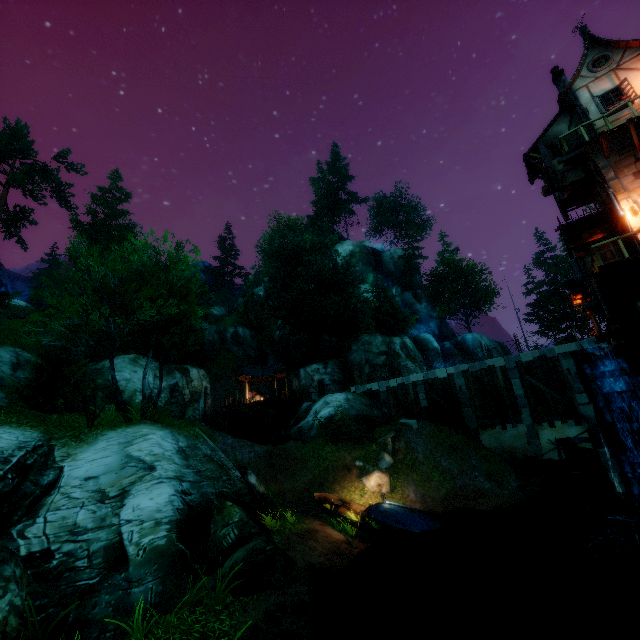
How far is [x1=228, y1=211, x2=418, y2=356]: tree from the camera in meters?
35.7

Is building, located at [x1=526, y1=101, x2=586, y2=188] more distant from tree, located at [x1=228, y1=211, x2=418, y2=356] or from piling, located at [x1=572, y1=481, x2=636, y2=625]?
tree, located at [x1=228, y1=211, x2=418, y2=356]

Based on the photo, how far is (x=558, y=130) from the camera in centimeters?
1667cm

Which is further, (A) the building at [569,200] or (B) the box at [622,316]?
(B) the box at [622,316]

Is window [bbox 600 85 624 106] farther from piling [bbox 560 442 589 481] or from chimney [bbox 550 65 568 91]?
piling [bbox 560 442 589 481]

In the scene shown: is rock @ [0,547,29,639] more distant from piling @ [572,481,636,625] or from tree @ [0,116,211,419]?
piling @ [572,481,636,625]

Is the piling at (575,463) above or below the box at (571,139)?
below

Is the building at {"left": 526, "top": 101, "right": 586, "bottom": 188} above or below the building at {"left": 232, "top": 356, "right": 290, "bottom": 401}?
above
